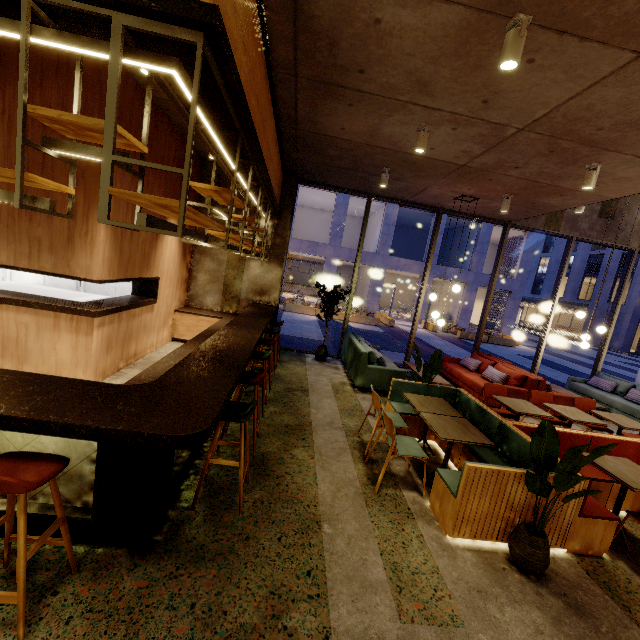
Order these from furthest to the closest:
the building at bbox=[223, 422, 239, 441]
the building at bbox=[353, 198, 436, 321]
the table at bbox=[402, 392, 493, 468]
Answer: the building at bbox=[353, 198, 436, 321], the building at bbox=[223, 422, 239, 441], the table at bbox=[402, 392, 493, 468]

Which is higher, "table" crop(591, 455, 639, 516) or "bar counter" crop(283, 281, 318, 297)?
"table" crop(591, 455, 639, 516)

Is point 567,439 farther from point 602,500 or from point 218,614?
point 218,614

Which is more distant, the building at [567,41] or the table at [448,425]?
the table at [448,425]

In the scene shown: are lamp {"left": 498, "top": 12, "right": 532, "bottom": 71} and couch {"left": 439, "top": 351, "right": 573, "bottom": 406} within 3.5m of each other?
no

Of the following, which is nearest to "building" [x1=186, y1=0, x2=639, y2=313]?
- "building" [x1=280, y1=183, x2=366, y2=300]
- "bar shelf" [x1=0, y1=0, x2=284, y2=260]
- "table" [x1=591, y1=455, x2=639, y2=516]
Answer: "bar shelf" [x1=0, y1=0, x2=284, y2=260]

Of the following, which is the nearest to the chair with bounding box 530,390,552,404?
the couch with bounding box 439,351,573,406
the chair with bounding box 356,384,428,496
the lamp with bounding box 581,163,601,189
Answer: the couch with bounding box 439,351,573,406

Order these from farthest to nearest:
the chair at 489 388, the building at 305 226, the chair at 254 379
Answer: the building at 305 226
the chair at 489 388
the chair at 254 379
